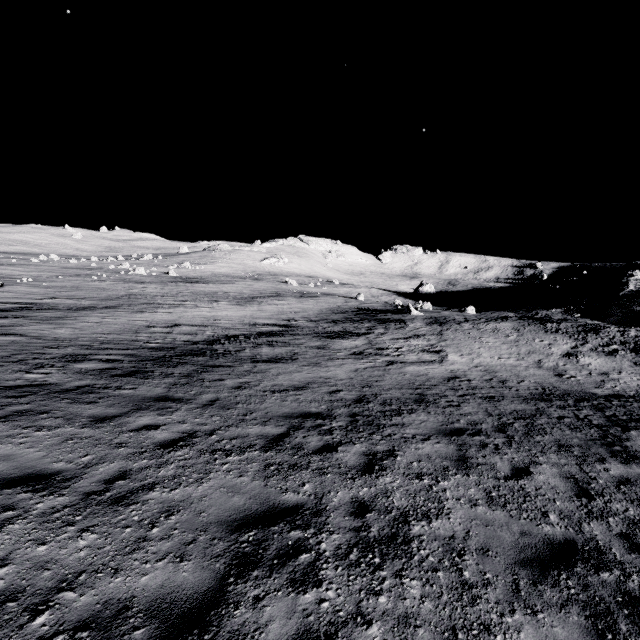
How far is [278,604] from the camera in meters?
3.4 m
